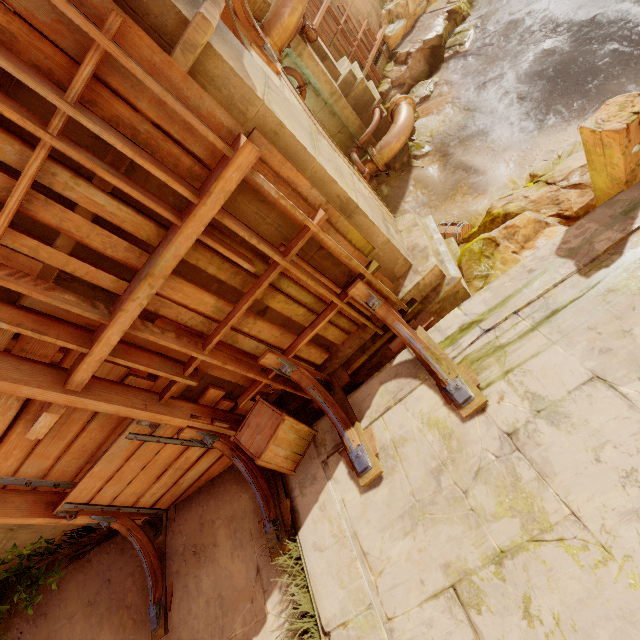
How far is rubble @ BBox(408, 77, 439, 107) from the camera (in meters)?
9.56

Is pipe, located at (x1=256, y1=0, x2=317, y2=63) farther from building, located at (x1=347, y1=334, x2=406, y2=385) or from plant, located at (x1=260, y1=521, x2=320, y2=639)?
plant, located at (x1=260, y1=521, x2=320, y2=639)

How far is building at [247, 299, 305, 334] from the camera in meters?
3.5

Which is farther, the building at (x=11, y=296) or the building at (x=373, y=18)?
the building at (x=373, y=18)

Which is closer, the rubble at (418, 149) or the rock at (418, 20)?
the rubble at (418, 149)

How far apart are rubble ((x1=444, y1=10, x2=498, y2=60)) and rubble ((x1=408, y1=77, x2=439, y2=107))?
0.7 meters

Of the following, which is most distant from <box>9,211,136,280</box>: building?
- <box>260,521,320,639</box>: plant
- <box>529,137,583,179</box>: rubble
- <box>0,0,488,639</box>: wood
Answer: <box>529,137,583,179</box>: rubble

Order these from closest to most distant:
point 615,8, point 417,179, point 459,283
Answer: point 459,283 → point 615,8 → point 417,179
